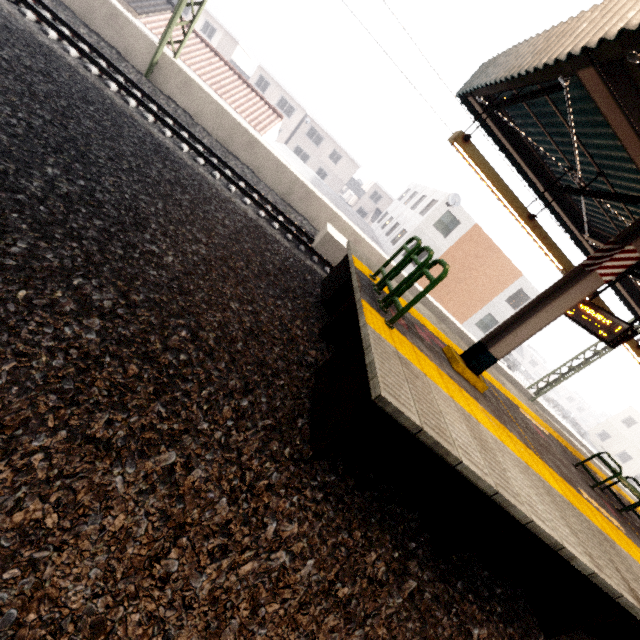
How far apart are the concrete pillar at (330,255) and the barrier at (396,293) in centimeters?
492cm

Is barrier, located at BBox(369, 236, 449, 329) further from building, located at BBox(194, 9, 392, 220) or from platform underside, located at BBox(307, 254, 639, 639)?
building, located at BBox(194, 9, 392, 220)

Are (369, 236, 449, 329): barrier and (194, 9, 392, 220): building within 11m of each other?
no

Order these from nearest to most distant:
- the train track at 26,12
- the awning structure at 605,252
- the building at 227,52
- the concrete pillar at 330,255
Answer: the awning structure at 605,252, the train track at 26,12, the concrete pillar at 330,255, the building at 227,52

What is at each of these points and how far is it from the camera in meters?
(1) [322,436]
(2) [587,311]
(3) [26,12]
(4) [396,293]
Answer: (1) platform underside, 3.2
(2) sign, 7.0
(3) train track, 7.1
(4) barrier, 4.7

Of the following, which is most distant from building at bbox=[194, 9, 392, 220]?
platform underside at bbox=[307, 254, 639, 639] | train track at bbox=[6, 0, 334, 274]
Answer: platform underside at bbox=[307, 254, 639, 639]

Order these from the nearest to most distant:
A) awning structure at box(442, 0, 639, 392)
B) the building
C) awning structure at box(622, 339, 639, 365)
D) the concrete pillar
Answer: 1. awning structure at box(442, 0, 639, 392)
2. awning structure at box(622, 339, 639, 365)
3. the concrete pillar
4. the building

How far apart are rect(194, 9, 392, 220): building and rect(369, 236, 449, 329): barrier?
44.7m
